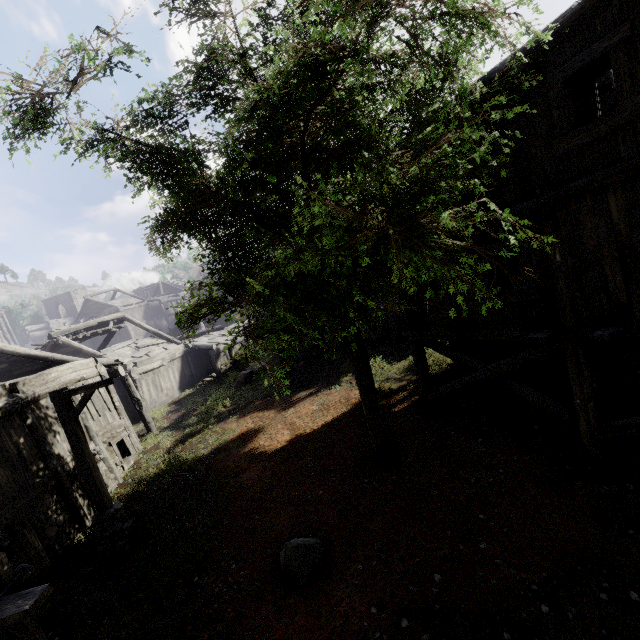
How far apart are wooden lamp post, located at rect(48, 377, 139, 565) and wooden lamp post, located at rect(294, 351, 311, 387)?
8.3m

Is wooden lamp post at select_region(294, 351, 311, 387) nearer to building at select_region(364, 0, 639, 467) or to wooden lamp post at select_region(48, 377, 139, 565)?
building at select_region(364, 0, 639, 467)

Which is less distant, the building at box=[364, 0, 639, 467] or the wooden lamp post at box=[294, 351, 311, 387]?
the building at box=[364, 0, 639, 467]

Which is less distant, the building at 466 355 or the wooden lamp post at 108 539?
the building at 466 355

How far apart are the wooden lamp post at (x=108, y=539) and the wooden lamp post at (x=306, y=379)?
8.32m

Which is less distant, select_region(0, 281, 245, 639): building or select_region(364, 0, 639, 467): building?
select_region(364, 0, 639, 467): building

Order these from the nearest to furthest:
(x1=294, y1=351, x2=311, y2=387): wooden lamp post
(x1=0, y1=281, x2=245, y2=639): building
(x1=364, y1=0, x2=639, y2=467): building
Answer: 1. (x1=364, y1=0, x2=639, y2=467): building
2. (x1=0, y1=281, x2=245, y2=639): building
3. (x1=294, y1=351, x2=311, y2=387): wooden lamp post

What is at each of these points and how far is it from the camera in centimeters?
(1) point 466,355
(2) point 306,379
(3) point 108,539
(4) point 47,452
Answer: (1) building, 962cm
(2) wooden lamp post, 1747cm
(3) wooden lamp post, 868cm
(4) building, 978cm
